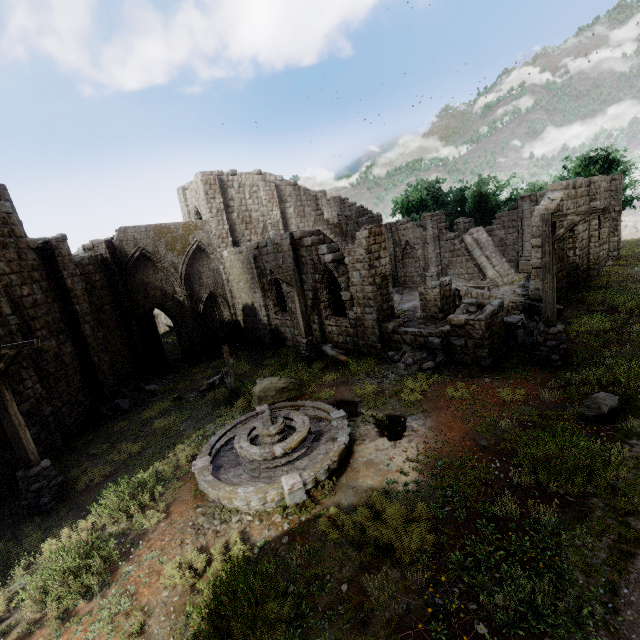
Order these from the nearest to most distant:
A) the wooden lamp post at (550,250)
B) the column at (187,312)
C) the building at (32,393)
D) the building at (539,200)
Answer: the wooden lamp post at (550,250)
the building at (32,393)
the building at (539,200)
the column at (187,312)

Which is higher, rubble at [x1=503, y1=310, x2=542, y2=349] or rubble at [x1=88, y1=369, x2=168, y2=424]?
rubble at [x1=503, y1=310, x2=542, y2=349]

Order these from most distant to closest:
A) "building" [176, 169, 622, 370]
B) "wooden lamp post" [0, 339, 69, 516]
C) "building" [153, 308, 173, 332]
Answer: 1. "building" [153, 308, 173, 332]
2. "building" [176, 169, 622, 370]
3. "wooden lamp post" [0, 339, 69, 516]

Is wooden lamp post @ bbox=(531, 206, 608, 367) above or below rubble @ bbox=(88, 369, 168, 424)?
above

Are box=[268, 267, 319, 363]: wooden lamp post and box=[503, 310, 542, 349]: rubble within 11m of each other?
yes

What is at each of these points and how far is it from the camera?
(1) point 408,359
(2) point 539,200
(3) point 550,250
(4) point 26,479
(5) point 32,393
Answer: (1) rubble, 12.35m
(2) building, 24.61m
(3) wooden lamp post, 9.73m
(4) wooden lamp post, 8.81m
(5) building, 11.68m

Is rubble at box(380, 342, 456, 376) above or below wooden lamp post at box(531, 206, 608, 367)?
below

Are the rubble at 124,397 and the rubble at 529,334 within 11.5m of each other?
no
